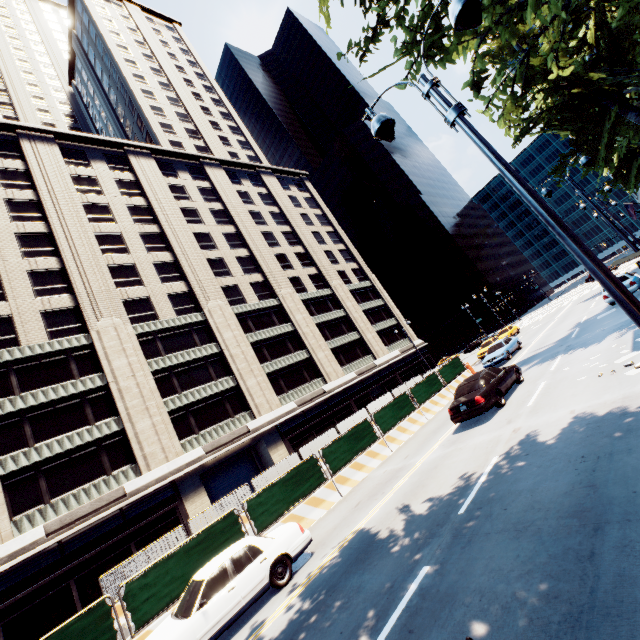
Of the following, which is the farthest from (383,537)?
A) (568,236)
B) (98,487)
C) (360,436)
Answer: (98,487)

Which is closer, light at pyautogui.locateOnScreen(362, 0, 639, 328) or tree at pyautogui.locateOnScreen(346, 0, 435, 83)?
light at pyautogui.locateOnScreen(362, 0, 639, 328)

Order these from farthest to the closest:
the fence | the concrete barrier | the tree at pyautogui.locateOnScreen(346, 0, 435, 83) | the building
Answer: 1. the building
2. the concrete barrier
3. the fence
4. the tree at pyautogui.locateOnScreen(346, 0, 435, 83)

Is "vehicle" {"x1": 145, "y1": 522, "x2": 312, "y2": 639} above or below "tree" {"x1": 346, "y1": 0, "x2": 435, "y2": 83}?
below

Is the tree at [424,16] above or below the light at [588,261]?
above

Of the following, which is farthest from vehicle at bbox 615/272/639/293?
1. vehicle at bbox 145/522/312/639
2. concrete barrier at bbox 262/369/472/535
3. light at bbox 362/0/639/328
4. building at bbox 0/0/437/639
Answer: building at bbox 0/0/437/639

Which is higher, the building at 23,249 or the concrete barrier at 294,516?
the building at 23,249

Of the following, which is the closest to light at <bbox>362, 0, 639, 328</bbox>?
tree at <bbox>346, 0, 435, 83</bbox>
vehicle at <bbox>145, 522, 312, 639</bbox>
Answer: tree at <bbox>346, 0, 435, 83</bbox>
